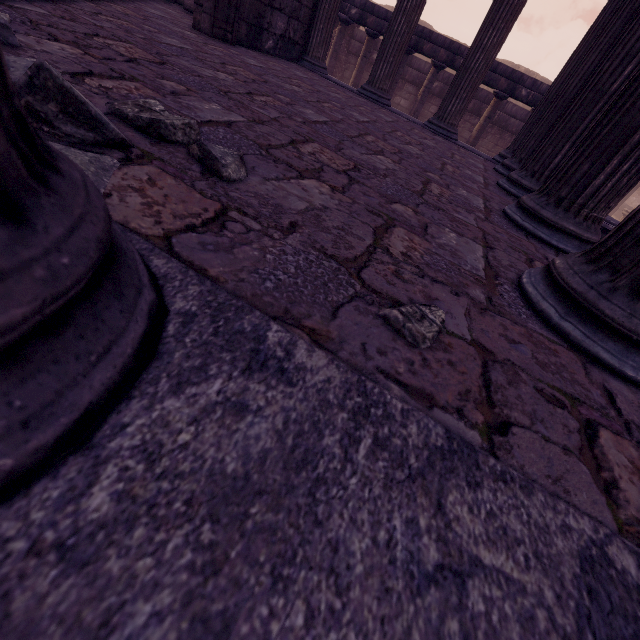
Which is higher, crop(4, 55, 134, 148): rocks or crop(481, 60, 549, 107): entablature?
crop(481, 60, 549, 107): entablature

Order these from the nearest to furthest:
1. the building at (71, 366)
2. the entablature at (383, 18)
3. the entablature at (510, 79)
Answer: the building at (71, 366) < the entablature at (510, 79) < the entablature at (383, 18)

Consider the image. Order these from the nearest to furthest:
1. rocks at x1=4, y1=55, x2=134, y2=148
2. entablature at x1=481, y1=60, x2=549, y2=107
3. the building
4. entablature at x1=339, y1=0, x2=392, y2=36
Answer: the building < rocks at x1=4, y1=55, x2=134, y2=148 < entablature at x1=481, y1=60, x2=549, y2=107 < entablature at x1=339, y1=0, x2=392, y2=36

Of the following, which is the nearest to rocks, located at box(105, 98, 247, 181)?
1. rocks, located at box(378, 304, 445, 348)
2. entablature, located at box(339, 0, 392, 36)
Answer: rocks, located at box(378, 304, 445, 348)

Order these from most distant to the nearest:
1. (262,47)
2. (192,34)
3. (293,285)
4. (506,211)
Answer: (262,47) < (192,34) < (506,211) < (293,285)

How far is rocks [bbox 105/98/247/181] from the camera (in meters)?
1.11

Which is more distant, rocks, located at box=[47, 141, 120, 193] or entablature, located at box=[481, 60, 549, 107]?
entablature, located at box=[481, 60, 549, 107]

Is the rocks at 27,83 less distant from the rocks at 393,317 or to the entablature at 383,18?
the rocks at 393,317
